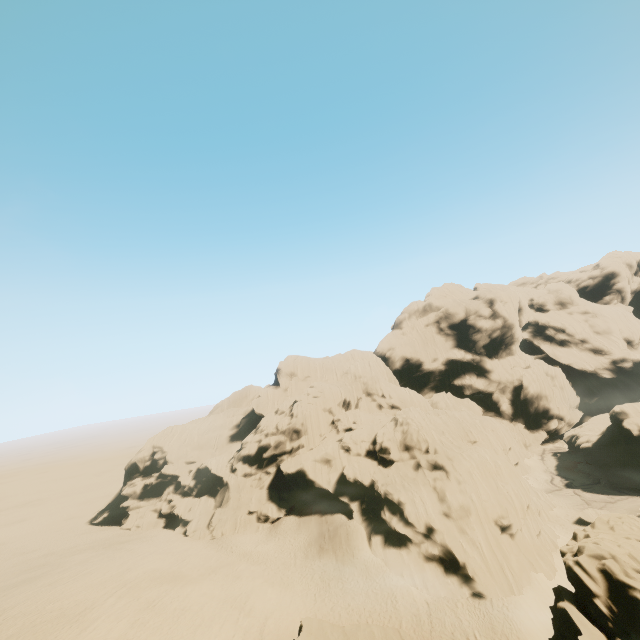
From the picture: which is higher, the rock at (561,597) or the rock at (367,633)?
the rock at (561,597)

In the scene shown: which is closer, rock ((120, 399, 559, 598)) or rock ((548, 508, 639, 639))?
rock ((548, 508, 639, 639))

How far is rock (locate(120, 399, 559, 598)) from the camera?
29.9 meters

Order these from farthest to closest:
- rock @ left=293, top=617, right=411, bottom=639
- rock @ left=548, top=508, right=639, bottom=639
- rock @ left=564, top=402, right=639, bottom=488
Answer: rock @ left=564, top=402, right=639, bottom=488, rock @ left=293, top=617, right=411, bottom=639, rock @ left=548, top=508, right=639, bottom=639

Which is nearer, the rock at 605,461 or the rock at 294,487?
the rock at 294,487

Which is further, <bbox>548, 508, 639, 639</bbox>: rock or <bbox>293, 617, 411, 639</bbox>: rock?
<bbox>293, 617, 411, 639</bbox>: rock

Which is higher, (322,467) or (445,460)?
(445,460)
